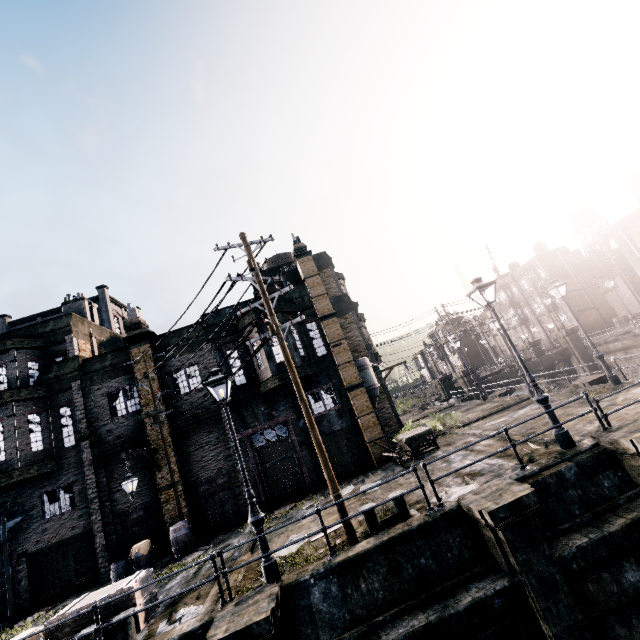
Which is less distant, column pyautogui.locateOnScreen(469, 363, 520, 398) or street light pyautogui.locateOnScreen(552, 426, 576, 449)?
street light pyautogui.locateOnScreen(552, 426, 576, 449)

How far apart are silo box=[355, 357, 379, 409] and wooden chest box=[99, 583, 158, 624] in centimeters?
1305cm

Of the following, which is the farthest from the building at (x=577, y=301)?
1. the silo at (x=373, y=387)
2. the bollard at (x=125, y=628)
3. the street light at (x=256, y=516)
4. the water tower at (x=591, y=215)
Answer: the bollard at (x=125, y=628)

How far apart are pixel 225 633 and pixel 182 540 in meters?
10.2 m

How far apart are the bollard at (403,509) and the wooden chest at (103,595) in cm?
686

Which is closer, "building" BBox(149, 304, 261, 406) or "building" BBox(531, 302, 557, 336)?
"building" BBox(149, 304, 261, 406)

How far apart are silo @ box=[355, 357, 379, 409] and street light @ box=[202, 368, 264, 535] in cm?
1132

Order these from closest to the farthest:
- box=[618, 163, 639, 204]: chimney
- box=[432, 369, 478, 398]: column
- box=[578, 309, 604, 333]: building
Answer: box=[432, 369, 478, 398]: column → box=[618, 163, 639, 204]: chimney → box=[578, 309, 604, 333]: building
